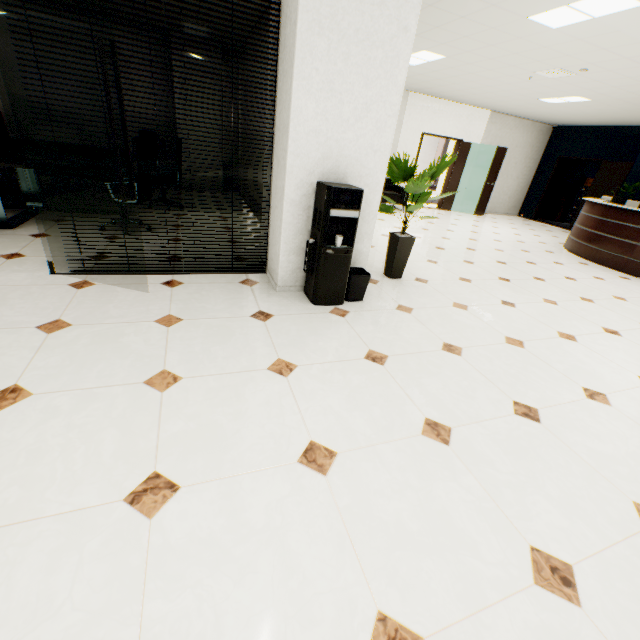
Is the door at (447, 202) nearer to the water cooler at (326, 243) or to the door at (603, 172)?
the door at (603, 172)

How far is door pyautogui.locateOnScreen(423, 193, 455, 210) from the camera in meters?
10.8

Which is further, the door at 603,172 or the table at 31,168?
the door at 603,172

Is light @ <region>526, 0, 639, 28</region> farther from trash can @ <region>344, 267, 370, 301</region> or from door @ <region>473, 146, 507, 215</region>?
door @ <region>473, 146, 507, 215</region>

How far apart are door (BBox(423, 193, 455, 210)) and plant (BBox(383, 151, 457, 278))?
6.9 meters

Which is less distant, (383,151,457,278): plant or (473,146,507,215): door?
(383,151,457,278): plant

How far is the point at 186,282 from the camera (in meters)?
3.24

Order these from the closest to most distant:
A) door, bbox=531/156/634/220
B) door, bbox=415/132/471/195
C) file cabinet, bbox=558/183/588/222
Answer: door, bbox=531/156/634/220 < door, bbox=415/132/471/195 < file cabinet, bbox=558/183/588/222
